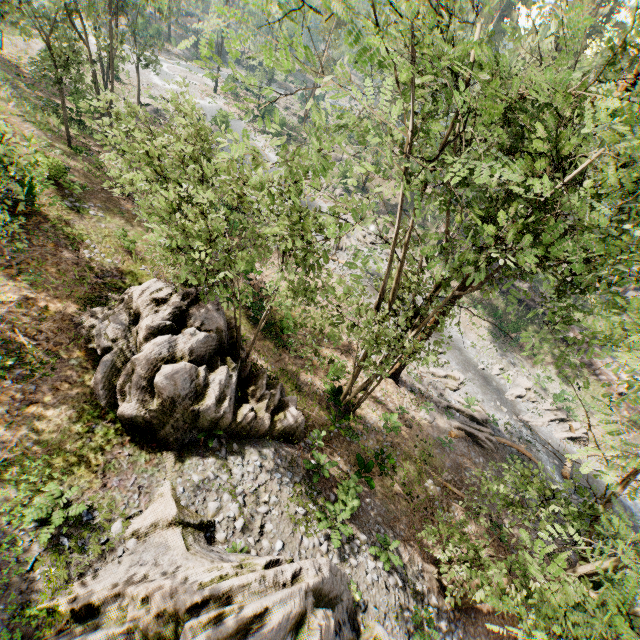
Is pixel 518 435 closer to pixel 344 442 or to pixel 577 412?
pixel 577 412

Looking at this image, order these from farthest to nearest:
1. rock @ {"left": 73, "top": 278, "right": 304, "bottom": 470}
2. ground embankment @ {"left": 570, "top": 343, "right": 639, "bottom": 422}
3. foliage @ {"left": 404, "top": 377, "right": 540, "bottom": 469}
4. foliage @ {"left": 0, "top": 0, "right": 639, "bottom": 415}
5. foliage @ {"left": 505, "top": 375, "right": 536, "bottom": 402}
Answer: ground embankment @ {"left": 570, "top": 343, "right": 639, "bottom": 422}
foliage @ {"left": 505, "top": 375, "right": 536, "bottom": 402}
foliage @ {"left": 404, "top": 377, "right": 540, "bottom": 469}
rock @ {"left": 73, "top": 278, "right": 304, "bottom": 470}
foliage @ {"left": 0, "top": 0, "right": 639, "bottom": 415}

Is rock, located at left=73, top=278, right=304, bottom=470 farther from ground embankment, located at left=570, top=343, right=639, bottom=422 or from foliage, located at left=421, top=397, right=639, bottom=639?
ground embankment, located at left=570, top=343, right=639, bottom=422

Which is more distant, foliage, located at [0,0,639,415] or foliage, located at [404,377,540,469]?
foliage, located at [404,377,540,469]

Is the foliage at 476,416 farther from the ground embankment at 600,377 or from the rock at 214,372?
the rock at 214,372

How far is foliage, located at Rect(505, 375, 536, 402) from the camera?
25.88m

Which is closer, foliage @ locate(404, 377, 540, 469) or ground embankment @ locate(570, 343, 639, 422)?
foliage @ locate(404, 377, 540, 469)

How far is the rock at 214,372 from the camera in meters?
10.7 m
